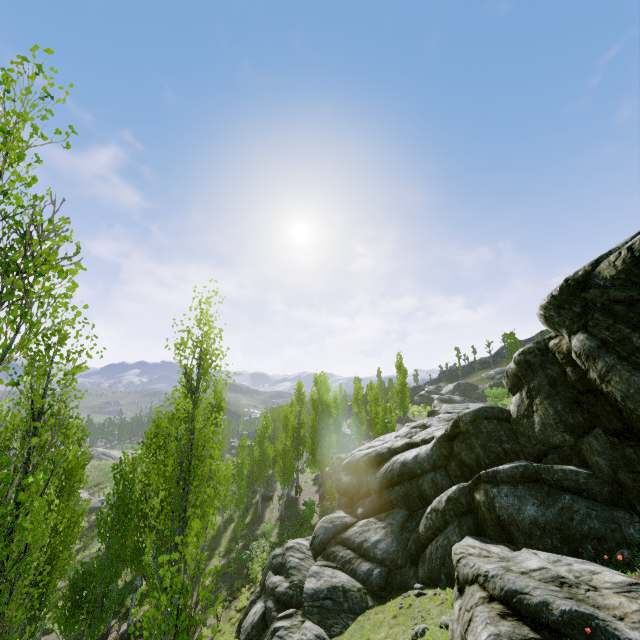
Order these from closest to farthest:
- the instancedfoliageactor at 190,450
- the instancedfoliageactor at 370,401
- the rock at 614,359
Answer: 1. the instancedfoliageactor at 190,450
2. the rock at 614,359
3. the instancedfoliageactor at 370,401

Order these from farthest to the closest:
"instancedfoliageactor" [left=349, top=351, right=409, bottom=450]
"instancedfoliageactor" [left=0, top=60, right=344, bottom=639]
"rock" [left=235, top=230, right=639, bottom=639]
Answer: "instancedfoliageactor" [left=349, top=351, right=409, bottom=450] < "rock" [left=235, top=230, right=639, bottom=639] < "instancedfoliageactor" [left=0, top=60, right=344, bottom=639]

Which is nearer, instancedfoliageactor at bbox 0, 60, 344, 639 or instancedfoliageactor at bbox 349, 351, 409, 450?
instancedfoliageactor at bbox 0, 60, 344, 639

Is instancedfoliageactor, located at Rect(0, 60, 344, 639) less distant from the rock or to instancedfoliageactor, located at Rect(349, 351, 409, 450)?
the rock

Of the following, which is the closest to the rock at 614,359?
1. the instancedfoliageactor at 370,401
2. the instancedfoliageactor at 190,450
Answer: the instancedfoliageactor at 190,450

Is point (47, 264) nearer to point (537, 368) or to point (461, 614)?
point (461, 614)

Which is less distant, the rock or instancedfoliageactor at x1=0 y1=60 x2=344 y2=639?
instancedfoliageactor at x1=0 y1=60 x2=344 y2=639
